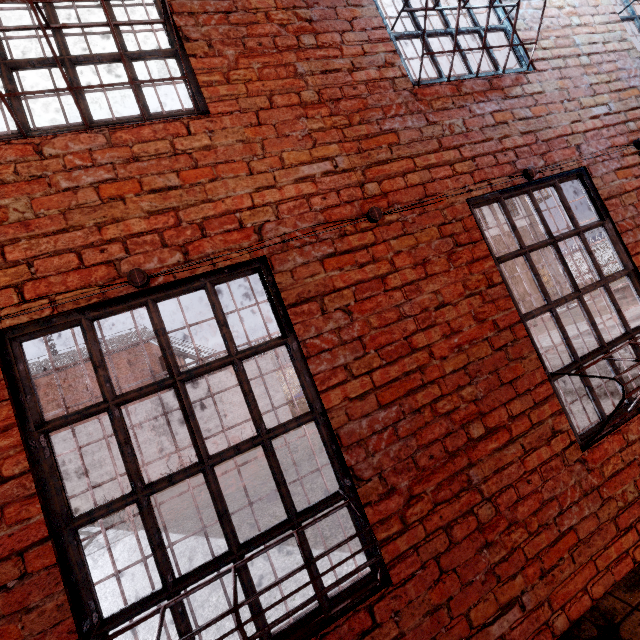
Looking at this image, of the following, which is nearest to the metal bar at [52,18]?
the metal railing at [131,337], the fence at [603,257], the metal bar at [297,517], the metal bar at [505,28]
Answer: the metal bar at [297,517]

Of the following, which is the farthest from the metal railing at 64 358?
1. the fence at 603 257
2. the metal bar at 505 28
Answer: the metal bar at 505 28

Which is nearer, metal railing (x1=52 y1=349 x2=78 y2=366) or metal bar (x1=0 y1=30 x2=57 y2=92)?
metal bar (x1=0 y1=30 x2=57 y2=92)

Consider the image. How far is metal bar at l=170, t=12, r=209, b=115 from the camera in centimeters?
207cm

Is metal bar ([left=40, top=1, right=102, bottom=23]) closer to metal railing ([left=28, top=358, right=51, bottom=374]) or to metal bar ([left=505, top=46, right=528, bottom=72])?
metal bar ([left=505, top=46, right=528, bottom=72])

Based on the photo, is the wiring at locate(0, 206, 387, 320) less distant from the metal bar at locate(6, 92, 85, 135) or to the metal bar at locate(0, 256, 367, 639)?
the metal bar at locate(0, 256, 367, 639)

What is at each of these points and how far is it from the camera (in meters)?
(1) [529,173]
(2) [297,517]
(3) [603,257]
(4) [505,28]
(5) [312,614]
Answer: (1) wiring, 2.58
(2) metal bar, 1.74
(3) fence, 27.75
(4) metal bar, 3.01
(5) metal bar, 1.67

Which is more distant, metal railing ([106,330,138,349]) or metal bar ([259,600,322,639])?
metal railing ([106,330,138,349])
